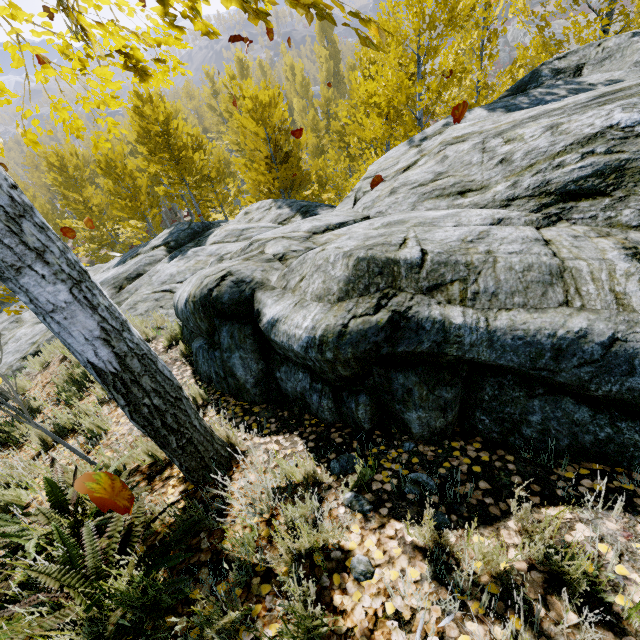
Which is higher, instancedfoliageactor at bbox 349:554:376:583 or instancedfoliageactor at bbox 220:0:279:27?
instancedfoliageactor at bbox 220:0:279:27

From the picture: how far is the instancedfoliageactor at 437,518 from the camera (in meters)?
1.32

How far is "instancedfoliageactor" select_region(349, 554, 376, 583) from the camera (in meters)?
1.56

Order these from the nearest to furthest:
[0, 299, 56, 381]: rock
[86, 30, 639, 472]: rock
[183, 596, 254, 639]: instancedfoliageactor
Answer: [183, 596, 254, 639]: instancedfoliageactor, [86, 30, 639, 472]: rock, [0, 299, 56, 381]: rock

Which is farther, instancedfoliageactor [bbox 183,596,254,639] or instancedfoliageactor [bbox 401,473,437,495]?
instancedfoliageactor [bbox 401,473,437,495]

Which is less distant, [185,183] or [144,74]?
[144,74]

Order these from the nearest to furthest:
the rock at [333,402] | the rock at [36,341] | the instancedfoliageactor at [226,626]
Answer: the instancedfoliageactor at [226,626] → the rock at [333,402] → the rock at [36,341]
